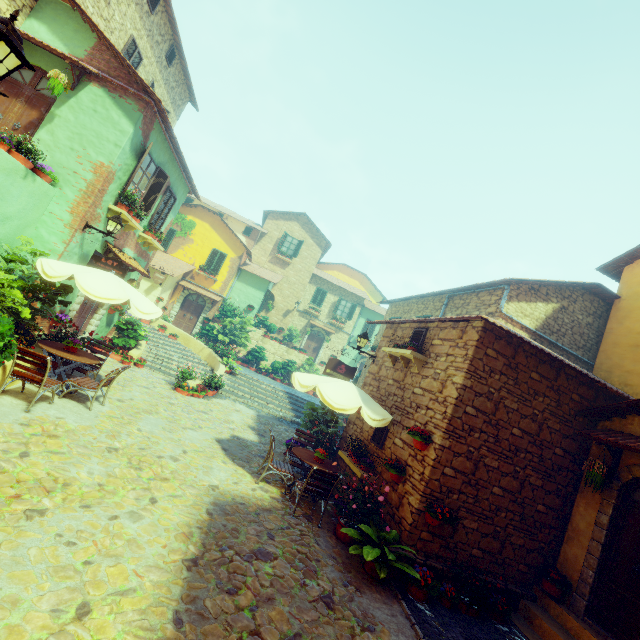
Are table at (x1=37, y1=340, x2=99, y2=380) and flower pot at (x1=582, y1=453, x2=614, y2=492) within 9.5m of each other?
no

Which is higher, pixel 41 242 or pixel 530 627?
pixel 41 242

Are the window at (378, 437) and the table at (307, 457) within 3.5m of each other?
yes

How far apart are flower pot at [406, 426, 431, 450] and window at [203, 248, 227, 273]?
19.2 meters

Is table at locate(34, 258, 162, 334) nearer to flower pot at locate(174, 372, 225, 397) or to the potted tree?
flower pot at locate(174, 372, 225, 397)

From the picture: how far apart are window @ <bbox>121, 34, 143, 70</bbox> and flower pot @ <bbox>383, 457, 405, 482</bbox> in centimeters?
1634cm

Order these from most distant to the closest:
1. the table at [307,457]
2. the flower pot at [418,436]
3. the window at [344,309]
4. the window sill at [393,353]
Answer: the window at [344,309], the window sill at [393,353], the table at [307,457], the flower pot at [418,436]

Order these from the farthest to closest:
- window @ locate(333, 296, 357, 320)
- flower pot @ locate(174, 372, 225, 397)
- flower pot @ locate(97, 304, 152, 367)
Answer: window @ locate(333, 296, 357, 320) → flower pot @ locate(97, 304, 152, 367) → flower pot @ locate(174, 372, 225, 397)
